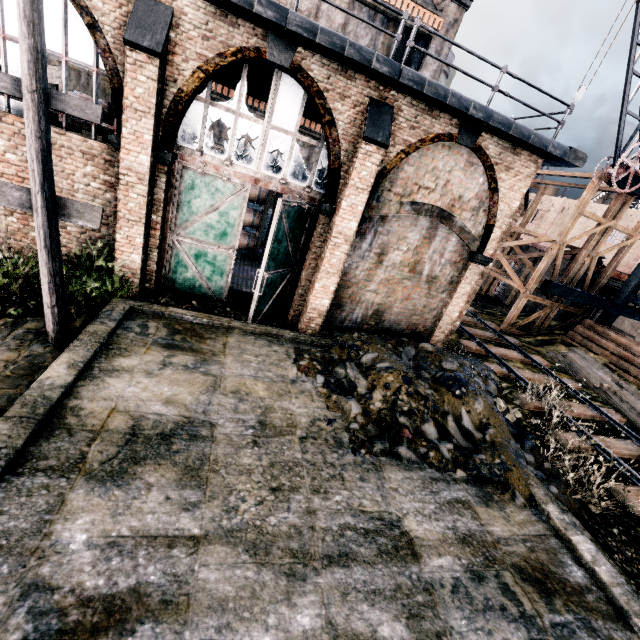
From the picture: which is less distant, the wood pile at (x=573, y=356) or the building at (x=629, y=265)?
the wood pile at (x=573, y=356)

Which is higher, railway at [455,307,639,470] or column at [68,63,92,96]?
column at [68,63,92,96]

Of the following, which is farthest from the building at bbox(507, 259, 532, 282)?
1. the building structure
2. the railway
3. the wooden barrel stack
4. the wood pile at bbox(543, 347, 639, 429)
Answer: the wooden barrel stack

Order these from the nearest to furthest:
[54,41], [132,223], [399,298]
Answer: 1. [54,41]
2. [132,223]
3. [399,298]

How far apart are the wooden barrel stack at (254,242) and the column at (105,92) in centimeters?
532cm

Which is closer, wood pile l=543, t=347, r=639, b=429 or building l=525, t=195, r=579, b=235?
wood pile l=543, t=347, r=639, b=429

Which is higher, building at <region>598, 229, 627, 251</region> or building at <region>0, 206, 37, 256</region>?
building at <region>598, 229, 627, 251</region>

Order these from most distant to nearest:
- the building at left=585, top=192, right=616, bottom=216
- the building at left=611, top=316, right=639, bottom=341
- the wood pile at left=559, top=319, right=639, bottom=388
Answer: the building at left=585, top=192, right=616, bottom=216
the building at left=611, top=316, right=639, bottom=341
the wood pile at left=559, top=319, right=639, bottom=388
